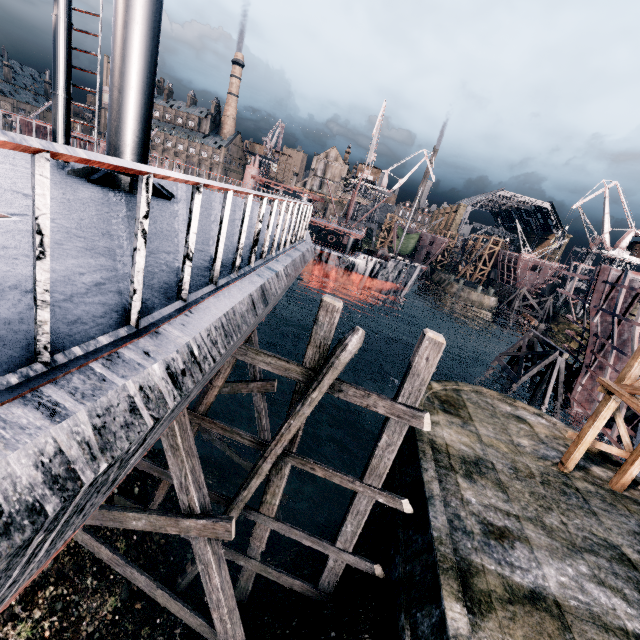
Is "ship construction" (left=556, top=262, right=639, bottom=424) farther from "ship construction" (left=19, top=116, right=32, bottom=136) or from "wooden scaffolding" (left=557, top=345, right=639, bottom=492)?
"ship construction" (left=19, top=116, right=32, bottom=136)

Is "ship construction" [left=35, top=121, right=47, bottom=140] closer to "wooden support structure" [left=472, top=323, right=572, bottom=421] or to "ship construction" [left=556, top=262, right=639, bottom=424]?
"wooden support structure" [left=472, top=323, right=572, bottom=421]

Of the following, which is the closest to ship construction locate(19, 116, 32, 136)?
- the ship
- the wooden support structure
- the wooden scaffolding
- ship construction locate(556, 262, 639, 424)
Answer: the ship

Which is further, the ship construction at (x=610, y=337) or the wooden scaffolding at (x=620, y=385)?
the ship construction at (x=610, y=337)

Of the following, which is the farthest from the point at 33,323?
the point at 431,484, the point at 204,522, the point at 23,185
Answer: the point at 431,484

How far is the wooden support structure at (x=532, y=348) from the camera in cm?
2514

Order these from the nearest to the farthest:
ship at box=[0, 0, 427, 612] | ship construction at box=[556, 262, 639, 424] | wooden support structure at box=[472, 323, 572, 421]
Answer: ship at box=[0, 0, 427, 612] → ship construction at box=[556, 262, 639, 424] → wooden support structure at box=[472, 323, 572, 421]

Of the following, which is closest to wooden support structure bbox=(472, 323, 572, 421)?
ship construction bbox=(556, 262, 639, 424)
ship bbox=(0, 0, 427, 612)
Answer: ship construction bbox=(556, 262, 639, 424)
